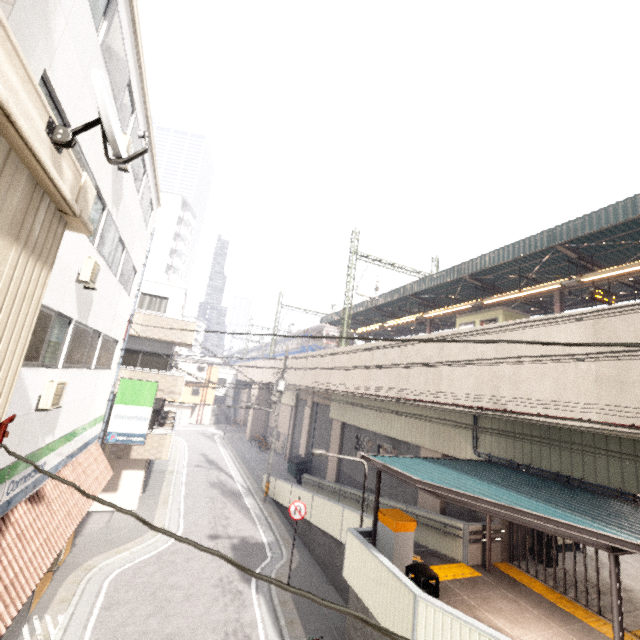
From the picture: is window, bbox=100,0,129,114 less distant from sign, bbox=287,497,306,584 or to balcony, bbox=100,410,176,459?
sign, bbox=287,497,306,584

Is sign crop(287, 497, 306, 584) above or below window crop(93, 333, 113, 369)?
below

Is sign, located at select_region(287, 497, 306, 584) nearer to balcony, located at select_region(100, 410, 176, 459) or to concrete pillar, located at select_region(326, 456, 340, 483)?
balcony, located at select_region(100, 410, 176, 459)

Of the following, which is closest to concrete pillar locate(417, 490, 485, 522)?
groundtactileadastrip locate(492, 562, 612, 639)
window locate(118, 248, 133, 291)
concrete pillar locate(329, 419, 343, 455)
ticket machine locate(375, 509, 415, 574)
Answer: A: groundtactileadastrip locate(492, 562, 612, 639)

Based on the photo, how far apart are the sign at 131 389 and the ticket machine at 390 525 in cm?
998

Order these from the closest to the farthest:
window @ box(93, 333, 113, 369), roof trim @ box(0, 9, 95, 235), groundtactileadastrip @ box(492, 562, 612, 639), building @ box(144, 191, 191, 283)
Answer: roof trim @ box(0, 9, 95, 235) < groundtactileadastrip @ box(492, 562, 612, 639) < window @ box(93, 333, 113, 369) < building @ box(144, 191, 191, 283)

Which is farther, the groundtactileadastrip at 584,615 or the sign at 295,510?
the sign at 295,510

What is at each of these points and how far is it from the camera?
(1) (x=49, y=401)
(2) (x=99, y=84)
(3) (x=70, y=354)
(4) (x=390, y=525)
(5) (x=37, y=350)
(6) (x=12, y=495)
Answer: (1) air conditioner, 6.6m
(2) satellite dish, 2.5m
(3) window, 7.9m
(4) ticket machine, 8.5m
(5) window, 6.1m
(6) sign, 6.3m
